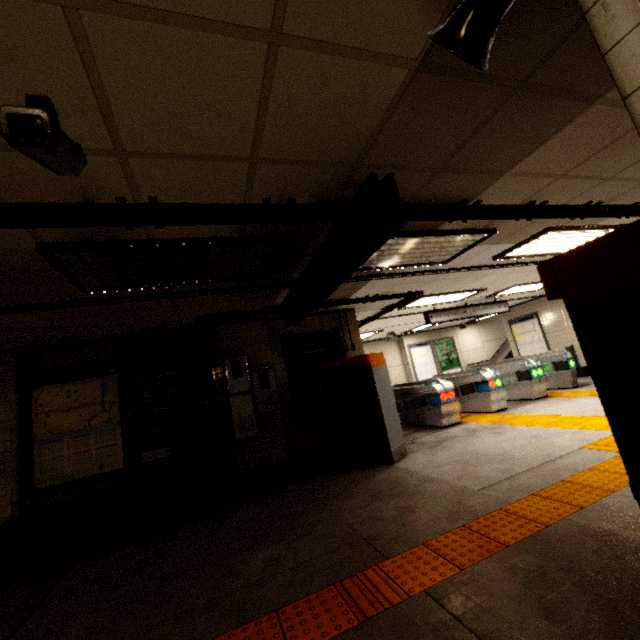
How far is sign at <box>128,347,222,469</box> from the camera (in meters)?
5.23

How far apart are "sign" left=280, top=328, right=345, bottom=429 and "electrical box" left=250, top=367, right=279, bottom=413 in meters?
0.3

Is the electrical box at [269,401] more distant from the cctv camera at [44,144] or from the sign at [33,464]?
the cctv camera at [44,144]

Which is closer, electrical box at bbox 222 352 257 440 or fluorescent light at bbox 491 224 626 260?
fluorescent light at bbox 491 224 626 260

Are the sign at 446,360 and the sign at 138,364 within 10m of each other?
no

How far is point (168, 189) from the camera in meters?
2.2 m

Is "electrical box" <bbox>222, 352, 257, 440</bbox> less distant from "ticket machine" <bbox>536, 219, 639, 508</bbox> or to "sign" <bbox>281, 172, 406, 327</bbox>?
"sign" <bbox>281, 172, 406, 327</bbox>

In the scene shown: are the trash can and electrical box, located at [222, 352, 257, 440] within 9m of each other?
yes
